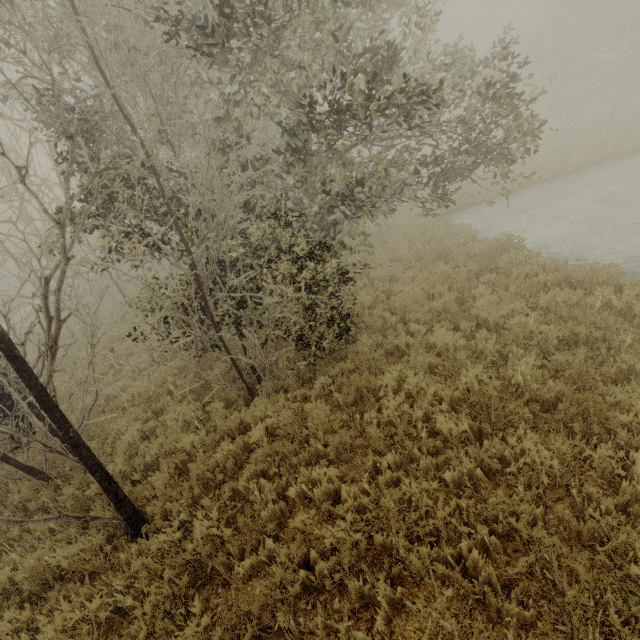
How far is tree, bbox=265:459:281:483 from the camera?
4.51m

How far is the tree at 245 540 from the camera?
3.84m

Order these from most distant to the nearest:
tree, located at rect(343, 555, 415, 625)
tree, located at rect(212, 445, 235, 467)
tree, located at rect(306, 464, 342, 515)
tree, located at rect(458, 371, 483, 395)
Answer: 1. tree, located at rect(212, 445, 235, 467)
2. tree, located at rect(458, 371, 483, 395)
3. tree, located at rect(306, 464, 342, 515)
4. tree, located at rect(343, 555, 415, 625)

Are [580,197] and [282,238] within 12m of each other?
no

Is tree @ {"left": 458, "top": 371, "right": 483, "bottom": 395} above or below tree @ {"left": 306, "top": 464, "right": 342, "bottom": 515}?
above

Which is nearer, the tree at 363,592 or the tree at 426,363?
the tree at 363,592
